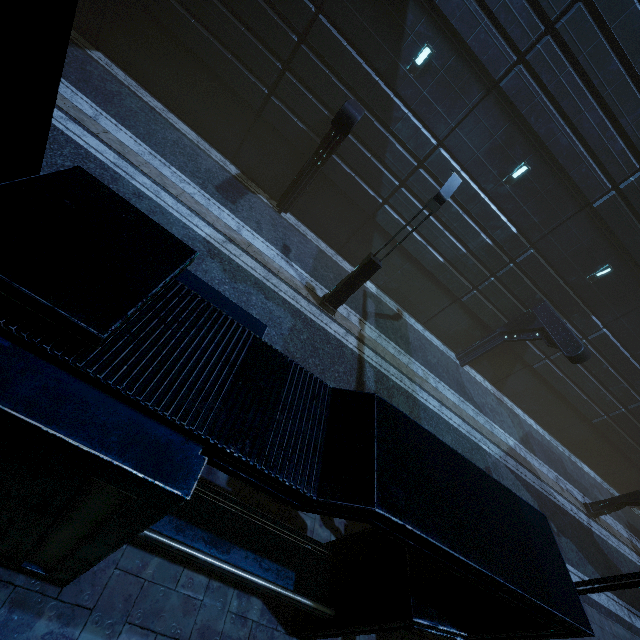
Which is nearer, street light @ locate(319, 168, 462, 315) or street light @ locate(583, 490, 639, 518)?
street light @ locate(319, 168, 462, 315)

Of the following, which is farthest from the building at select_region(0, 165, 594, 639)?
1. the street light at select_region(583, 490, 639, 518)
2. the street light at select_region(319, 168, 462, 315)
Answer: the street light at select_region(583, 490, 639, 518)

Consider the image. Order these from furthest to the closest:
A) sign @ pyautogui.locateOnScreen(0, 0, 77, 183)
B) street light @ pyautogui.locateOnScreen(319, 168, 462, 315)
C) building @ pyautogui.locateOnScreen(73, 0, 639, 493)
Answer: building @ pyautogui.locateOnScreen(73, 0, 639, 493), street light @ pyautogui.locateOnScreen(319, 168, 462, 315), sign @ pyautogui.locateOnScreen(0, 0, 77, 183)

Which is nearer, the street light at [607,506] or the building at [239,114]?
the building at [239,114]

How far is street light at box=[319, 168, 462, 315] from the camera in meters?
8.8 m

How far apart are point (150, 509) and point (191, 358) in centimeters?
99cm

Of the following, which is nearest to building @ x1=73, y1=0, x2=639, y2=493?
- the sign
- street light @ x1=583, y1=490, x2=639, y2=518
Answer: the sign

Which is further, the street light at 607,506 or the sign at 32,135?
the street light at 607,506
